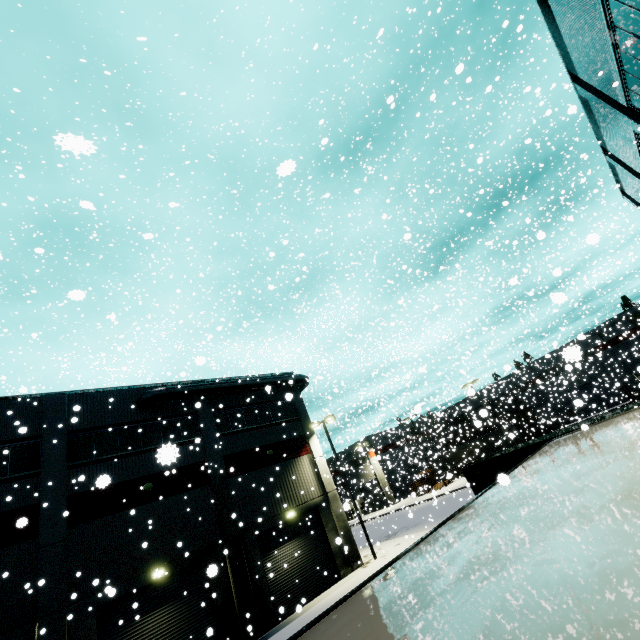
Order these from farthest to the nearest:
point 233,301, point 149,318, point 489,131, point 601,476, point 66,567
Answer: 1. point 149,318
2. point 489,131
3. point 233,301
4. point 66,567
5. point 601,476

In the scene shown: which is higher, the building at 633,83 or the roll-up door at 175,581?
the building at 633,83

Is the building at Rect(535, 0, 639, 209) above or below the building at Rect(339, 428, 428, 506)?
above

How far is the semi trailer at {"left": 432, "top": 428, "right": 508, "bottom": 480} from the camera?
42.5 meters

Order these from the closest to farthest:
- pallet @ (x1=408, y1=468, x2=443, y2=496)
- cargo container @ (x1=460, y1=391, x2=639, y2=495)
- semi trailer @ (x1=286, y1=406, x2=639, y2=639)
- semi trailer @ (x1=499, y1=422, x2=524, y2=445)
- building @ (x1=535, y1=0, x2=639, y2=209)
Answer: semi trailer @ (x1=286, y1=406, x2=639, y2=639) → building @ (x1=535, y1=0, x2=639, y2=209) → cargo container @ (x1=460, y1=391, x2=639, y2=495) → semi trailer @ (x1=499, y1=422, x2=524, y2=445) → pallet @ (x1=408, y1=468, x2=443, y2=496)

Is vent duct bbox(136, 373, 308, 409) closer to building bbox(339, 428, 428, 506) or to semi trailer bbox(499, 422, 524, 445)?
building bbox(339, 428, 428, 506)

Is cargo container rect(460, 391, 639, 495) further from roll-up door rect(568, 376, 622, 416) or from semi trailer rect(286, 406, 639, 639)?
roll-up door rect(568, 376, 622, 416)

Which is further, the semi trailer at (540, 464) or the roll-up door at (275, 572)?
the roll-up door at (275, 572)
